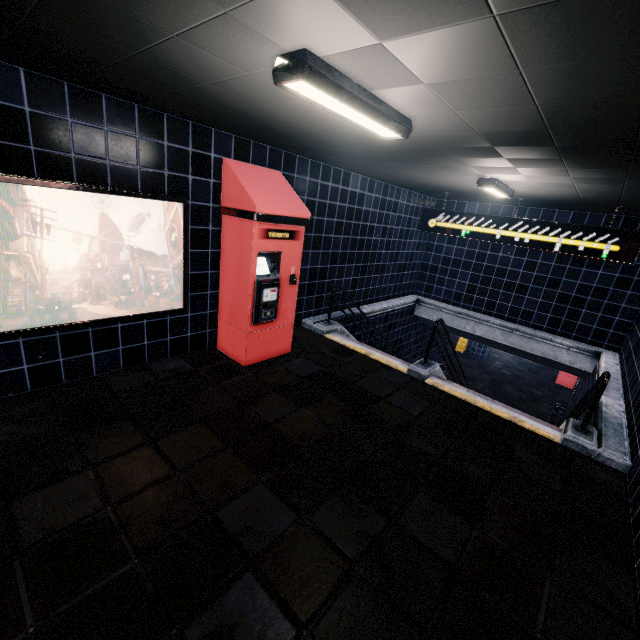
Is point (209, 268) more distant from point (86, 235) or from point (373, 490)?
point (373, 490)
